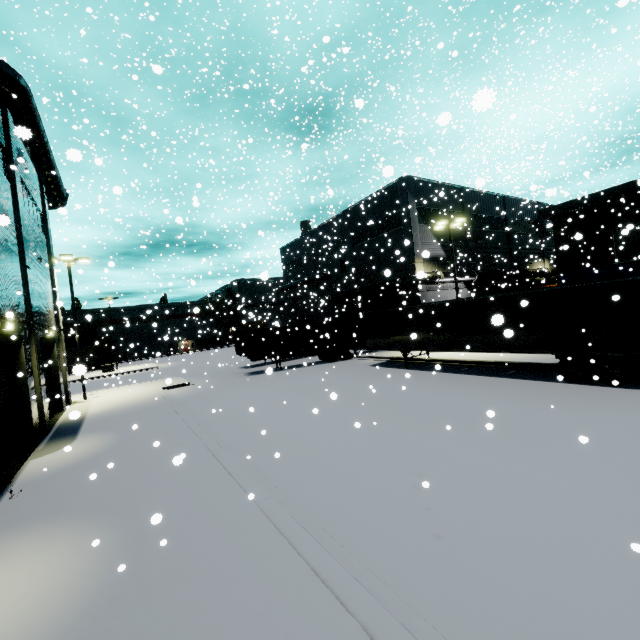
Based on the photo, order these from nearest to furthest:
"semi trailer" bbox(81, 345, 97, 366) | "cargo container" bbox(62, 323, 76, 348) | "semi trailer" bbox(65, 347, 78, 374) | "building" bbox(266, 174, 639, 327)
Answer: "building" bbox(266, 174, 639, 327), "semi trailer" bbox(65, 347, 78, 374), "semi trailer" bbox(81, 345, 97, 366), "cargo container" bbox(62, 323, 76, 348)

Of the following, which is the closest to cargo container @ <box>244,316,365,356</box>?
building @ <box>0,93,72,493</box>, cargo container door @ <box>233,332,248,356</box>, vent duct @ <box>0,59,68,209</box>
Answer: cargo container door @ <box>233,332,248,356</box>

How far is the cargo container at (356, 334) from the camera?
26.09m

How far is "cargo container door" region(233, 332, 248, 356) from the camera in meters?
25.9 m

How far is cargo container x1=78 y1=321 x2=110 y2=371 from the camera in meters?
51.8

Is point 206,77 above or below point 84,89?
below

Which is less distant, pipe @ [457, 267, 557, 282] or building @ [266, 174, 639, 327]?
building @ [266, 174, 639, 327]

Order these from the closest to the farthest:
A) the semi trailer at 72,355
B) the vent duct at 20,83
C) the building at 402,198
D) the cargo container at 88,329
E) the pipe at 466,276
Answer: the vent duct at 20,83 < the building at 402,198 < the pipe at 466,276 < the semi trailer at 72,355 < the cargo container at 88,329
